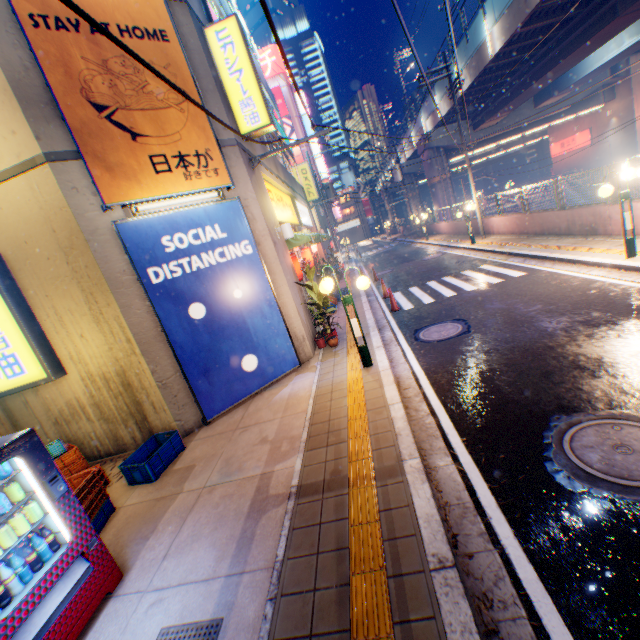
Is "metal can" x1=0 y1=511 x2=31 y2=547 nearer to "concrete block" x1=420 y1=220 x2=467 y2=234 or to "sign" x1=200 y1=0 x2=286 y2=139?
"sign" x1=200 y1=0 x2=286 y2=139

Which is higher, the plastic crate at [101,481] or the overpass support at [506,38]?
the overpass support at [506,38]

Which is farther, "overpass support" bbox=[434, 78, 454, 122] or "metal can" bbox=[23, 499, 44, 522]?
"overpass support" bbox=[434, 78, 454, 122]

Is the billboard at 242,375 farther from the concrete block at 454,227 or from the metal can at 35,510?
the concrete block at 454,227

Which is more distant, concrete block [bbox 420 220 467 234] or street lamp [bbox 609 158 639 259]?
concrete block [bbox 420 220 467 234]

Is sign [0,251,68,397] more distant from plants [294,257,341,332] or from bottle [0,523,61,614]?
plants [294,257,341,332]

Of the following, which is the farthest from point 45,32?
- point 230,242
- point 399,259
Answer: point 399,259

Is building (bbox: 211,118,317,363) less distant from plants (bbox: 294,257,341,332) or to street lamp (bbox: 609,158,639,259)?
plants (bbox: 294,257,341,332)
